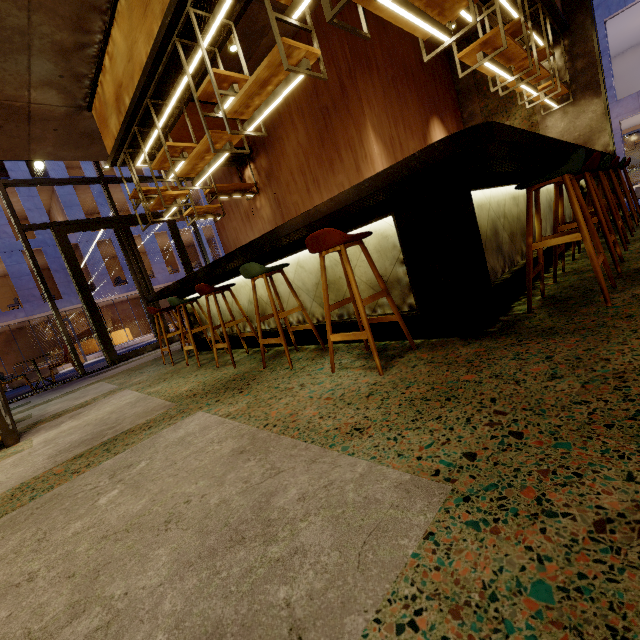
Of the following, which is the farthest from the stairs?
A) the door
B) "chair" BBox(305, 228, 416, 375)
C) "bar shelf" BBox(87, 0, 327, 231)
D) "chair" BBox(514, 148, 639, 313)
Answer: "chair" BBox(514, 148, 639, 313)

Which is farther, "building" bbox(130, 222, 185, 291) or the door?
"building" bbox(130, 222, 185, 291)

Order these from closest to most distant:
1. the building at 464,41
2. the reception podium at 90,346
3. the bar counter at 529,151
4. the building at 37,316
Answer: the bar counter at 529,151 → the building at 464,41 → the building at 37,316 → the reception podium at 90,346

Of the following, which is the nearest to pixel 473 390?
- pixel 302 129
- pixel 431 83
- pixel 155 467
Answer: pixel 155 467

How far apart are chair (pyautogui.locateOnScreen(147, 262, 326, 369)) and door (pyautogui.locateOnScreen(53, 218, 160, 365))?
5.77m

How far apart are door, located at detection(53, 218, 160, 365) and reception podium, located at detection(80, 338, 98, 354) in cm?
2209

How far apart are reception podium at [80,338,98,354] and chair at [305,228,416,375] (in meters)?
29.97

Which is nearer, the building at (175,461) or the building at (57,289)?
the building at (175,461)
